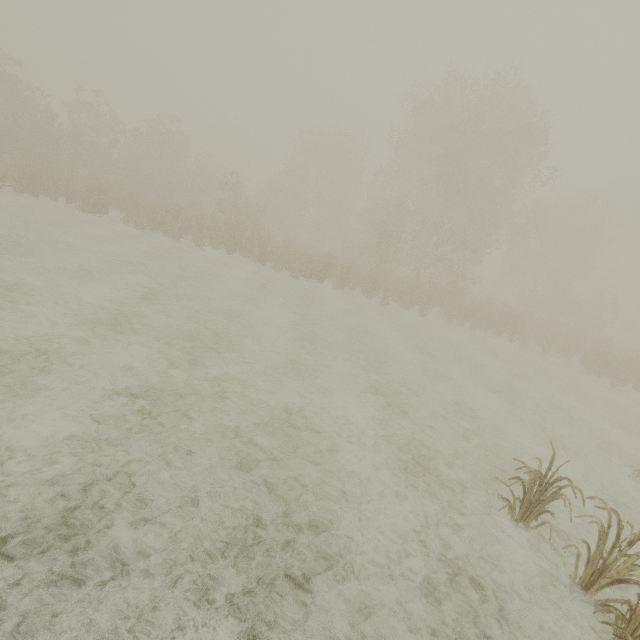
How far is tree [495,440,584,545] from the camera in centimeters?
473cm

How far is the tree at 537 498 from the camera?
4.73m

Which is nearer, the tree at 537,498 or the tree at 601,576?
the tree at 601,576

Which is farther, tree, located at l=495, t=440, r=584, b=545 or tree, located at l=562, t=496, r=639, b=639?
tree, located at l=495, t=440, r=584, b=545

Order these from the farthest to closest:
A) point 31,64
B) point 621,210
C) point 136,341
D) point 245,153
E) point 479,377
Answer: point 245,153 → point 31,64 → point 621,210 → point 479,377 → point 136,341
